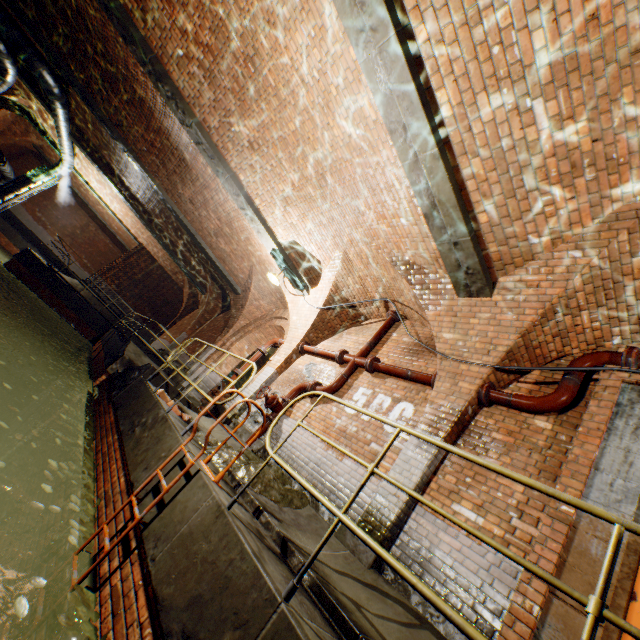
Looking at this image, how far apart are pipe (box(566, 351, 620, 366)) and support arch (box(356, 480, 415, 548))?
0.1 meters

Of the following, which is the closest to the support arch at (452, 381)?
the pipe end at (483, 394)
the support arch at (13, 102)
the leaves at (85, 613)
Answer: the pipe end at (483, 394)

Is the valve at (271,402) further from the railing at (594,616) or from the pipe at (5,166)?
the pipe at (5,166)

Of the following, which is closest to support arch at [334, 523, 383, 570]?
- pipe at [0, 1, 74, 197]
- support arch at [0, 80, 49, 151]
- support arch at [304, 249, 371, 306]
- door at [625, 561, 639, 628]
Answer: support arch at [304, 249, 371, 306]

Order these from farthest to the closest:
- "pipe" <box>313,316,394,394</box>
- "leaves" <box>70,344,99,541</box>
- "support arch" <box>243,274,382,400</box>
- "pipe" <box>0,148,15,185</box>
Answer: "pipe" <box>0,148,15,185</box>
"support arch" <box>243,274,382,400</box>
"pipe" <box>313,316,394,394</box>
"leaves" <box>70,344,99,541</box>

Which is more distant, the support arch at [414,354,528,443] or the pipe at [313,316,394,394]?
the pipe at [313,316,394,394]

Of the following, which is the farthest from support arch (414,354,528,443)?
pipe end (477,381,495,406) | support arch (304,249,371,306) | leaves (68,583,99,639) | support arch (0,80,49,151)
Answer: support arch (0,80,49,151)

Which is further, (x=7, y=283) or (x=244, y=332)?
(x=7, y=283)
